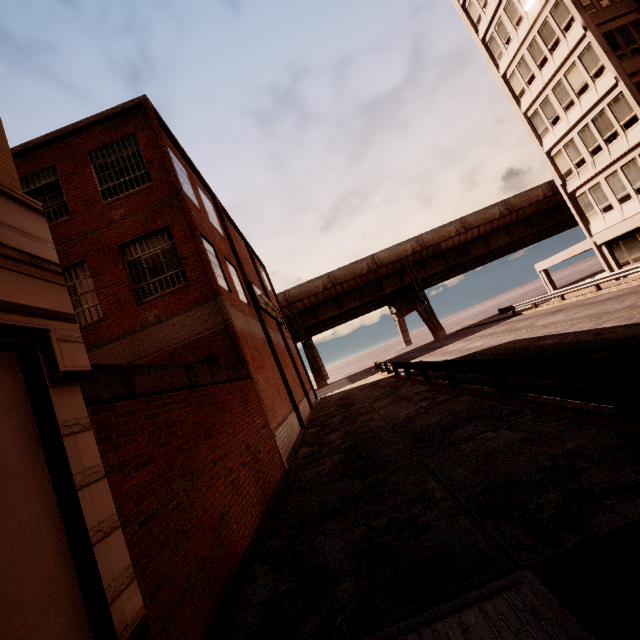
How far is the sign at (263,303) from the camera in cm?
1731

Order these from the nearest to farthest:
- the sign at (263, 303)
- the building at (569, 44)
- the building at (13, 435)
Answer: the building at (13, 435)
the sign at (263, 303)
the building at (569, 44)

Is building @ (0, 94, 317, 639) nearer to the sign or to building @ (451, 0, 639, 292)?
the sign

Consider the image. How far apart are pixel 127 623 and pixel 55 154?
15.16m

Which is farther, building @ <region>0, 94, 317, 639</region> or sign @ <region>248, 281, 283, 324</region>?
sign @ <region>248, 281, 283, 324</region>

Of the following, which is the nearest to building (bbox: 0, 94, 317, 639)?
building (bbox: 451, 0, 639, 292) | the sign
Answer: the sign

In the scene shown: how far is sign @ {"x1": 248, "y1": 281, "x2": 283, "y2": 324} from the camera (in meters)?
17.31
